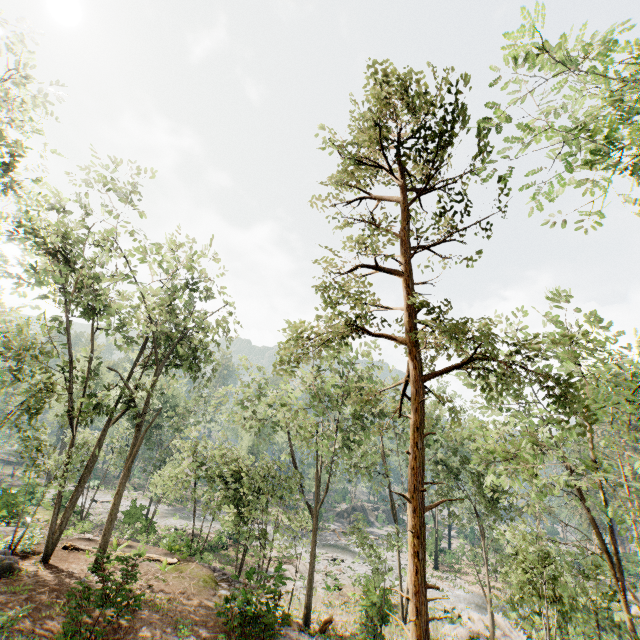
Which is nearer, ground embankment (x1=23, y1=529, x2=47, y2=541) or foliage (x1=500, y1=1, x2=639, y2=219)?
foliage (x1=500, y1=1, x2=639, y2=219)

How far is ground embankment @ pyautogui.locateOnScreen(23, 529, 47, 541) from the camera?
16.9m

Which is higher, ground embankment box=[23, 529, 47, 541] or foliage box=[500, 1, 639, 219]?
foliage box=[500, 1, 639, 219]

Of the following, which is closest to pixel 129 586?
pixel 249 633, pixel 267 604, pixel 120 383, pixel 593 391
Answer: pixel 249 633

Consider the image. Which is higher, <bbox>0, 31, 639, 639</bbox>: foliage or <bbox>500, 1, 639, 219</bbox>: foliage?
<bbox>500, 1, 639, 219</bbox>: foliage

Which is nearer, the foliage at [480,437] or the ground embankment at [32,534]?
the foliage at [480,437]

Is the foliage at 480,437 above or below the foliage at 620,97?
below
